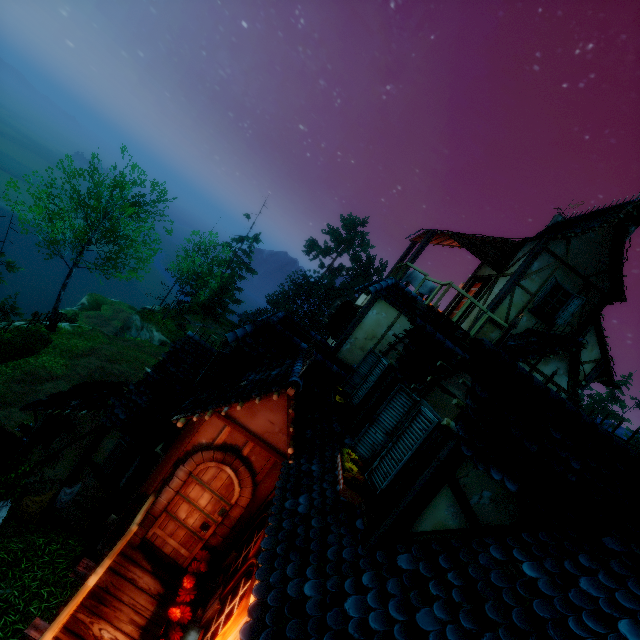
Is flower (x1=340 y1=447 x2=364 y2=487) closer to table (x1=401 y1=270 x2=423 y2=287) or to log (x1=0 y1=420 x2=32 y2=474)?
table (x1=401 y1=270 x2=423 y2=287)

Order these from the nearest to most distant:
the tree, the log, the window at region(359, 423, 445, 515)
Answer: the window at region(359, 423, 445, 515), the log, the tree

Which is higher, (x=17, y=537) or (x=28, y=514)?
(x=28, y=514)

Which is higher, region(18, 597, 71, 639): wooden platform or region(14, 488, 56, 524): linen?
region(18, 597, 71, 639): wooden platform

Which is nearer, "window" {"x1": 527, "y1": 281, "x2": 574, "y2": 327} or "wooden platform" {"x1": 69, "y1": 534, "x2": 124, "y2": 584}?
"wooden platform" {"x1": 69, "y1": 534, "x2": 124, "y2": 584}

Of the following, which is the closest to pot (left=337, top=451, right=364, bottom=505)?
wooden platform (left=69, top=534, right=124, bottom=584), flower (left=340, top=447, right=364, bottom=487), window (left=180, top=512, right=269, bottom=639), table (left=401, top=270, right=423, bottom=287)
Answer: flower (left=340, top=447, right=364, bottom=487)

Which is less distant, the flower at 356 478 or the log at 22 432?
the flower at 356 478

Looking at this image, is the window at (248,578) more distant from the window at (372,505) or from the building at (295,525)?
the window at (372,505)
